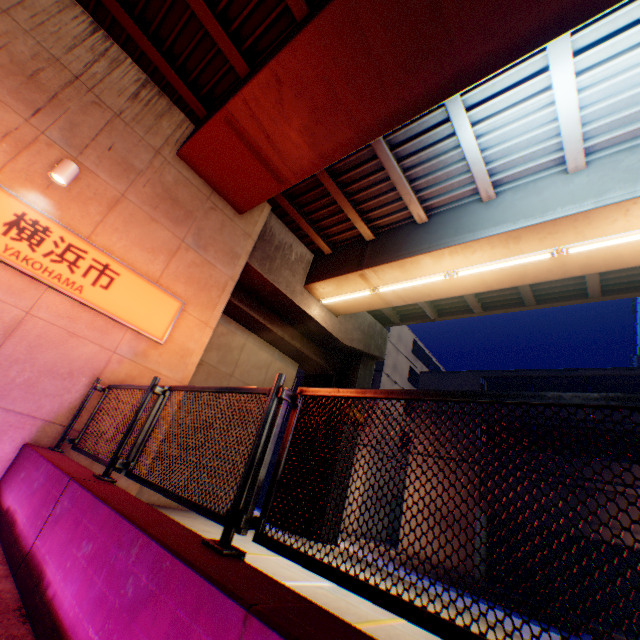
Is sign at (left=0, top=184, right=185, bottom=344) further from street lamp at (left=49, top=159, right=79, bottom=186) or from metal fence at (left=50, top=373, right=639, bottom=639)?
metal fence at (left=50, top=373, right=639, bottom=639)

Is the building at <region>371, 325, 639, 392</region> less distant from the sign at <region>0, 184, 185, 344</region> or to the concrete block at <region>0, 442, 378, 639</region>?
the sign at <region>0, 184, 185, 344</region>

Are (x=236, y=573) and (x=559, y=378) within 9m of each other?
no

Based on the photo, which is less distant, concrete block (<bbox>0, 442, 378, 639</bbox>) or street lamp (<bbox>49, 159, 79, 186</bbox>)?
concrete block (<bbox>0, 442, 378, 639</bbox>)

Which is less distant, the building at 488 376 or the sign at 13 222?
the sign at 13 222

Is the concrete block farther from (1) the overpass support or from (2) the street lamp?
(1) the overpass support

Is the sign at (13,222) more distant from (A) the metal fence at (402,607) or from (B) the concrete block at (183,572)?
(B) the concrete block at (183,572)

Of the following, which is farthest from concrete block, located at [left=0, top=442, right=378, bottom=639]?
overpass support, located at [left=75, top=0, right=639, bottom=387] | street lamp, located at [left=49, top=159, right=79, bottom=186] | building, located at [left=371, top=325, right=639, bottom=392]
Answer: building, located at [left=371, top=325, right=639, bottom=392]
